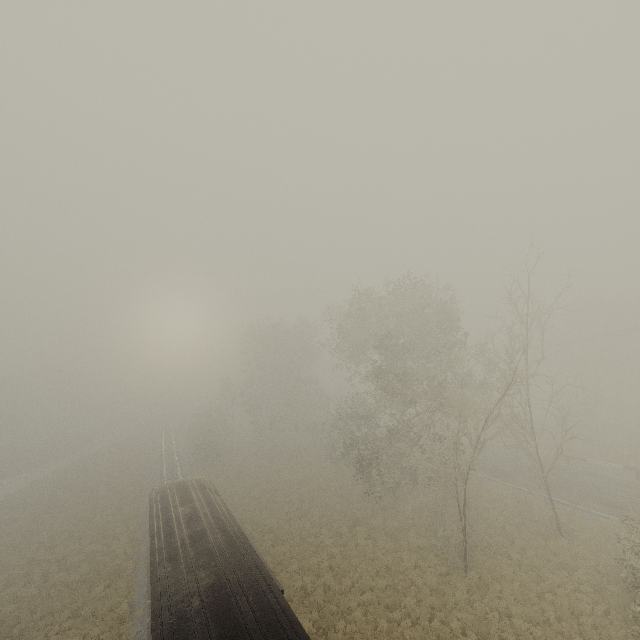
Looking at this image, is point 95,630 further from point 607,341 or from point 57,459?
point 607,341

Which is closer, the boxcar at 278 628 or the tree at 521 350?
the boxcar at 278 628

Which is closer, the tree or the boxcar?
the boxcar
